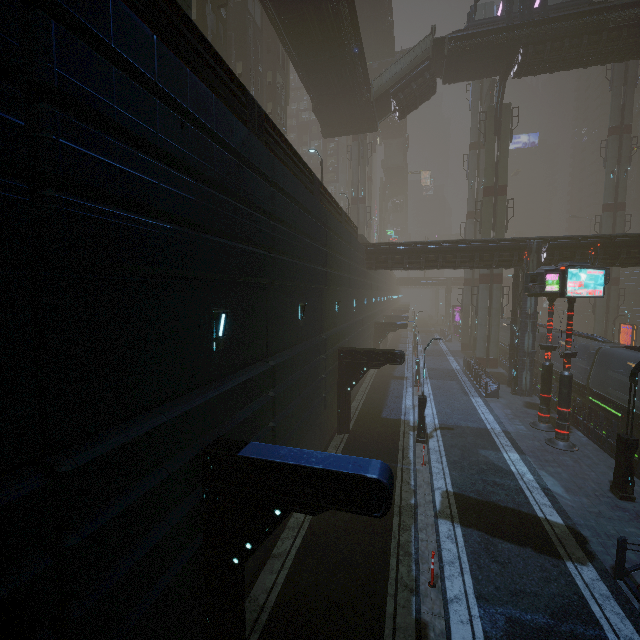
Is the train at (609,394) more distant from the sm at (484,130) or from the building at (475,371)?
the sm at (484,130)

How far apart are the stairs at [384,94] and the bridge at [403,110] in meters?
0.0 m

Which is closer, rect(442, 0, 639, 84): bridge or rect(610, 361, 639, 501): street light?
rect(610, 361, 639, 501): street light

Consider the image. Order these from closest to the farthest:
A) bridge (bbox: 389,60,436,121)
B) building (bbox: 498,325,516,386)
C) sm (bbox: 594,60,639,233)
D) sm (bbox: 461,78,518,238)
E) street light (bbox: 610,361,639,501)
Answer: street light (bbox: 610,361,639,501), building (bbox: 498,325,516,386), bridge (bbox: 389,60,436,121), sm (bbox: 461,78,518,238), sm (bbox: 594,60,639,233)

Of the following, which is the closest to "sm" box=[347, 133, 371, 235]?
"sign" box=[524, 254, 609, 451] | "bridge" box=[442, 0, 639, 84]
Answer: "bridge" box=[442, 0, 639, 84]

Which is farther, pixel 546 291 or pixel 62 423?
pixel 546 291

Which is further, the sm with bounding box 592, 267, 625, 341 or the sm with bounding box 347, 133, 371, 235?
the sm with bounding box 347, 133, 371, 235

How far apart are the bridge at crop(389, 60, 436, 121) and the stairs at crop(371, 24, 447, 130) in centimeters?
0cm
